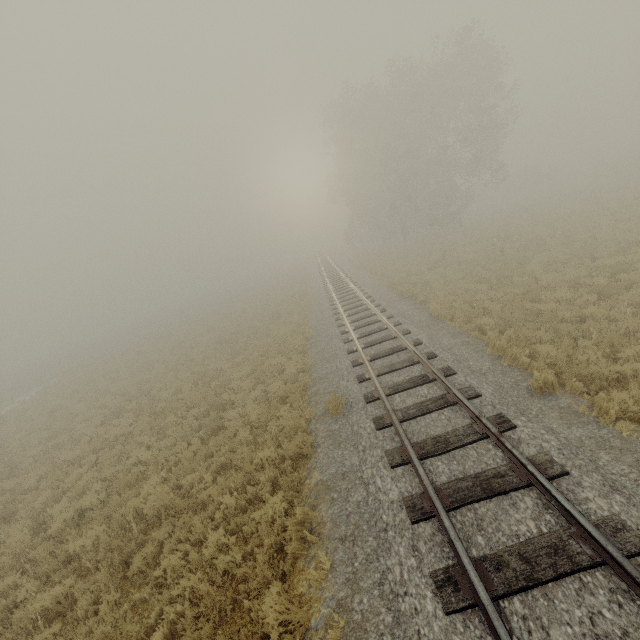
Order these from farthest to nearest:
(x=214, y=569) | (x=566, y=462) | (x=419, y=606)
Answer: (x=214, y=569) < (x=566, y=462) < (x=419, y=606)

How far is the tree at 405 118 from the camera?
28.08m

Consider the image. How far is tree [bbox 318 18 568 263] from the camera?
28.08m

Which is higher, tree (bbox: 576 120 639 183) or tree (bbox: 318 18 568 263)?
tree (bbox: 318 18 568 263)

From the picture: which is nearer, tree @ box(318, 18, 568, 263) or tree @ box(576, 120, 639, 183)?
tree @ box(318, 18, 568, 263)

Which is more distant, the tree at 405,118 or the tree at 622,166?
the tree at 622,166
